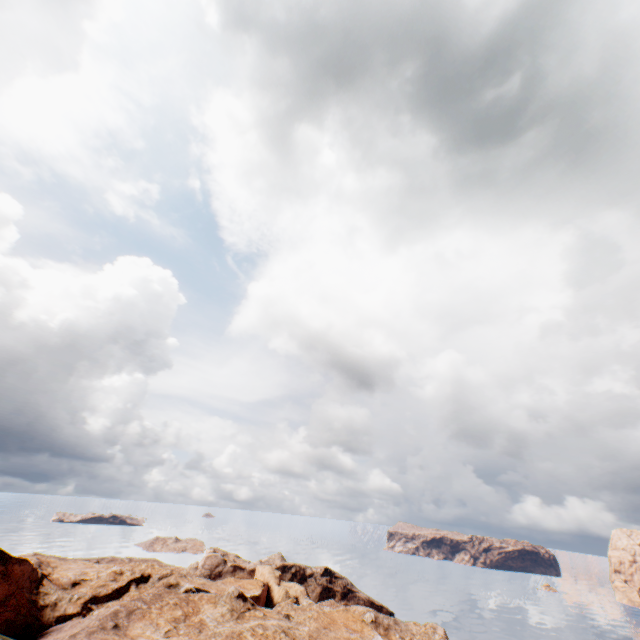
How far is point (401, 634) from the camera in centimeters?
5784cm
